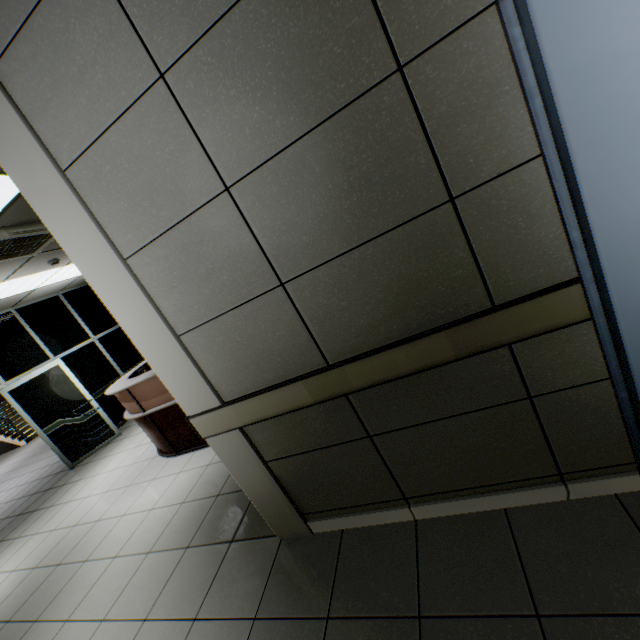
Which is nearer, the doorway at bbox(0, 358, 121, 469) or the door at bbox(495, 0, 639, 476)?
the door at bbox(495, 0, 639, 476)

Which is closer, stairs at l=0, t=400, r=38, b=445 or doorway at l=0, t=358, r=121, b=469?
doorway at l=0, t=358, r=121, b=469

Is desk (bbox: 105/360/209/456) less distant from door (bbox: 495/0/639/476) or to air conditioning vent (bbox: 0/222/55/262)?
air conditioning vent (bbox: 0/222/55/262)

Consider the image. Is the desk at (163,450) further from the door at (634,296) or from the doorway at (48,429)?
the door at (634,296)

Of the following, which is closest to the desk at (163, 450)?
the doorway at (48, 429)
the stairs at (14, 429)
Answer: the doorway at (48, 429)

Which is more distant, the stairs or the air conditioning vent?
the stairs

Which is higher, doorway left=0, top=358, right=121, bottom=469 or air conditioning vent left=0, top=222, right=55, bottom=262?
air conditioning vent left=0, top=222, right=55, bottom=262

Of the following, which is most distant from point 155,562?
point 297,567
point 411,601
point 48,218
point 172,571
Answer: point 48,218
